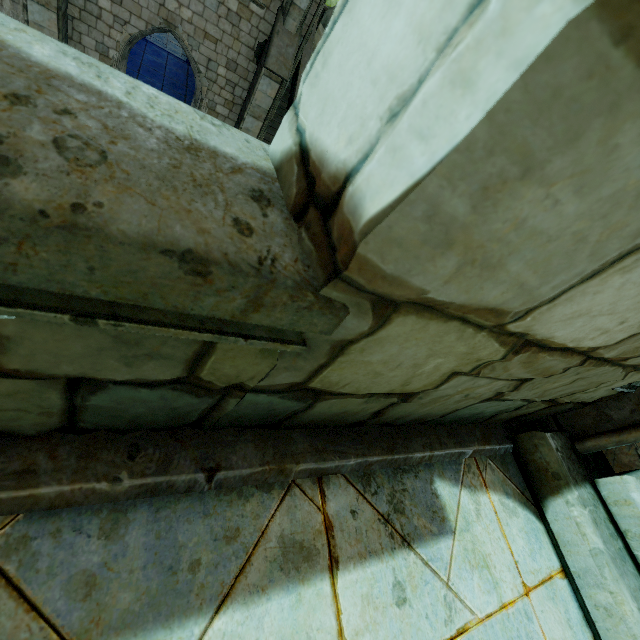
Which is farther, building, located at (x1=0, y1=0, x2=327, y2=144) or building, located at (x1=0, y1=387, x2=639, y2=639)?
building, located at (x1=0, y1=0, x2=327, y2=144)

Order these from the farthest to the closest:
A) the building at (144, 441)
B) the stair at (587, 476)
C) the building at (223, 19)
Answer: the building at (223, 19) → the stair at (587, 476) → the building at (144, 441)

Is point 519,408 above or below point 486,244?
below

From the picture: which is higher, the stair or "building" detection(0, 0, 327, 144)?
the stair

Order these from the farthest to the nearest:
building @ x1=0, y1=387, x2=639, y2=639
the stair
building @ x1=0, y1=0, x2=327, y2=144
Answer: building @ x1=0, y1=0, x2=327, y2=144
the stair
building @ x1=0, y1=387, x2=639, y2=639

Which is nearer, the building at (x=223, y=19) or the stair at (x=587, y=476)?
the stair at (x=587, y=476)

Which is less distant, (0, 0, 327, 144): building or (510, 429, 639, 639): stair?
(510, 429, 639, 639): stair
